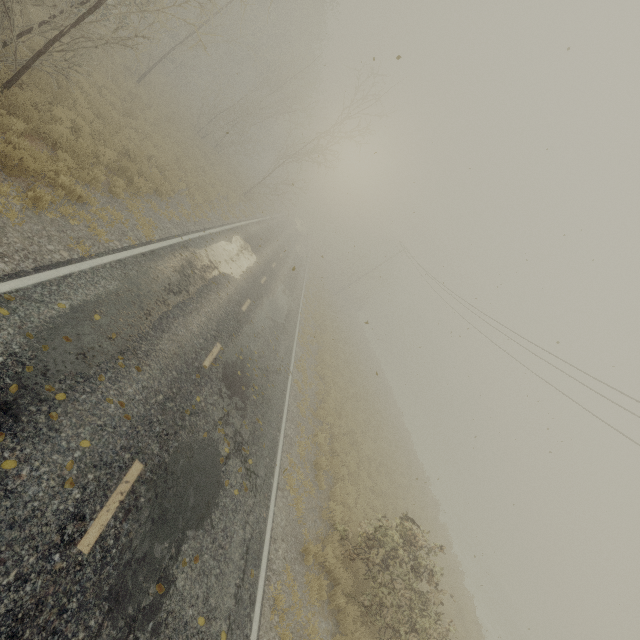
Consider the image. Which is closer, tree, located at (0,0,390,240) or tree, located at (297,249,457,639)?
tree, located at (0,0,390,240)

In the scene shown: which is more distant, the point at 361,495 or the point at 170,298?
the point at 361,495

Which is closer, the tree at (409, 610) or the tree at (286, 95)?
the tree at (286, 95)
